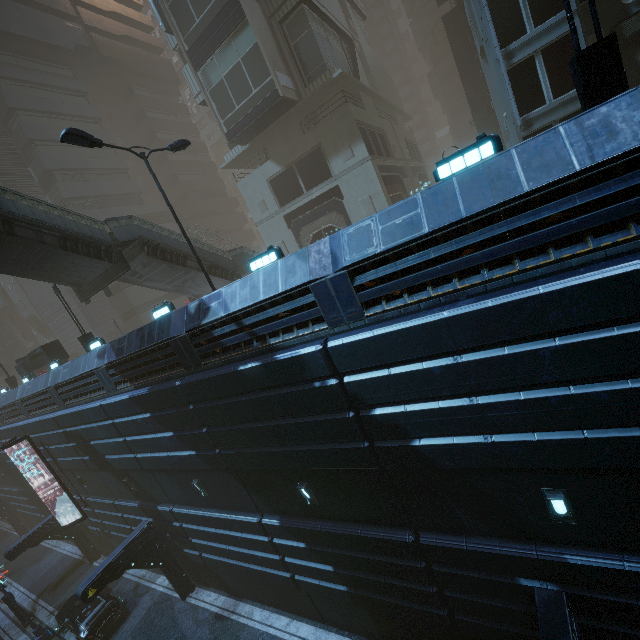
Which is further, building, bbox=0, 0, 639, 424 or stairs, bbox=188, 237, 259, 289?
stairs, bbox=188, 237, 259, 289

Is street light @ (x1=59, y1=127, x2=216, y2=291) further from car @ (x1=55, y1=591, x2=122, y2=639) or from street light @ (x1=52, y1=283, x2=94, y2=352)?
car @ (x1=55, y1=591, x2=122, y2=639)

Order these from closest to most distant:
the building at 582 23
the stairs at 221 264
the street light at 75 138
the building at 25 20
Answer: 1. the building at 25 20
2. the street light at 75 138
3. the building at 582 23
4. the stairs at 221 264

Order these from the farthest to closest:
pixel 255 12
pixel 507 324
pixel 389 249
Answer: pixel 255 12
pixel 389 249
pixel 507 324

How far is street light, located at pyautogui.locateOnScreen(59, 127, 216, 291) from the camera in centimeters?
960cm

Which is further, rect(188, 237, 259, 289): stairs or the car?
rect(188, 237, 259, 289): stairs

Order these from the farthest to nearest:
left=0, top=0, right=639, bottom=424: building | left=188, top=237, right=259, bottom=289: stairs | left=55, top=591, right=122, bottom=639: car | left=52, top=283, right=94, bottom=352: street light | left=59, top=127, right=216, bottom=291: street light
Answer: left=188, top=237, right=259, bottom=289: stairs < left=52, top=283, right=94, bottom=352: street light < left=55, top=591, right=122, bottom=639: car < left=59, top=127, right=216, bottom=291: street light < left=0, top=0, right=639, bottom=424: building

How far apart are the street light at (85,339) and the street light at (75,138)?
10.6 meters
